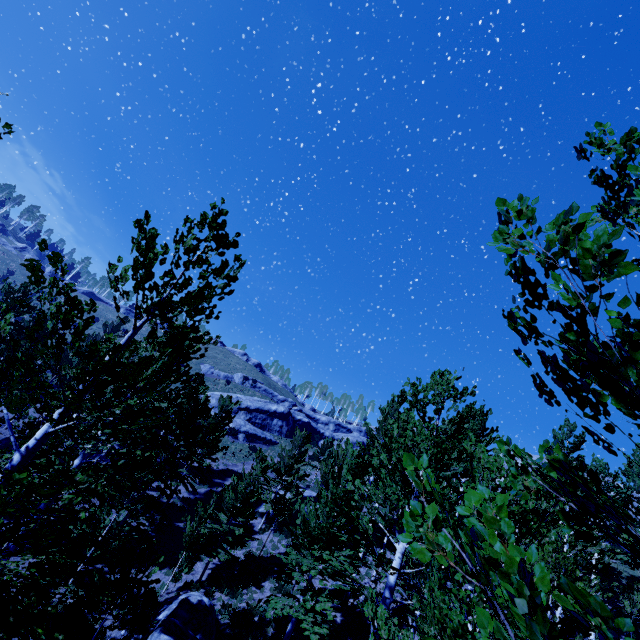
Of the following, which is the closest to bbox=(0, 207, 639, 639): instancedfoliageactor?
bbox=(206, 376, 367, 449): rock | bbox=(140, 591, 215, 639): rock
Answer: bbox=(140, 591, 215, 639): rock

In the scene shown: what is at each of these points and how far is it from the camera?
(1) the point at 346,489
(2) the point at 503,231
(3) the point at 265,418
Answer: (1) instancedfoliageactor, 14.77m
(2) instancedfoliageactor, 1.67m
(3) rock, 43.12m

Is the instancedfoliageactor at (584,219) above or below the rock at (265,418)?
below

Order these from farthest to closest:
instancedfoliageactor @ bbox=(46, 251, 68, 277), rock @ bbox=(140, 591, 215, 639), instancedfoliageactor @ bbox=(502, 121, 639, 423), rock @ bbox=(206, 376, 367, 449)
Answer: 1. rock @ bbox=(206, 376, 367, 449)
2. rock @ bbox=(140, 591, 215, 639)
3. instancedfoliageactor @ bbox=(46, 251, 68, 277)
4. instancedfoliageactor @ bbox=(502, 121, 639, 423)

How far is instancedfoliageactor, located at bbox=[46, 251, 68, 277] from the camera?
4.2 meters

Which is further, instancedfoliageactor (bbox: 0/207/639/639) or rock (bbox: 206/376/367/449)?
rock (bbox: 206/376/367/449)

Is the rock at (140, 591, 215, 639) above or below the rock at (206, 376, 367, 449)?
below

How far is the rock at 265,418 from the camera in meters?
39.9 m
